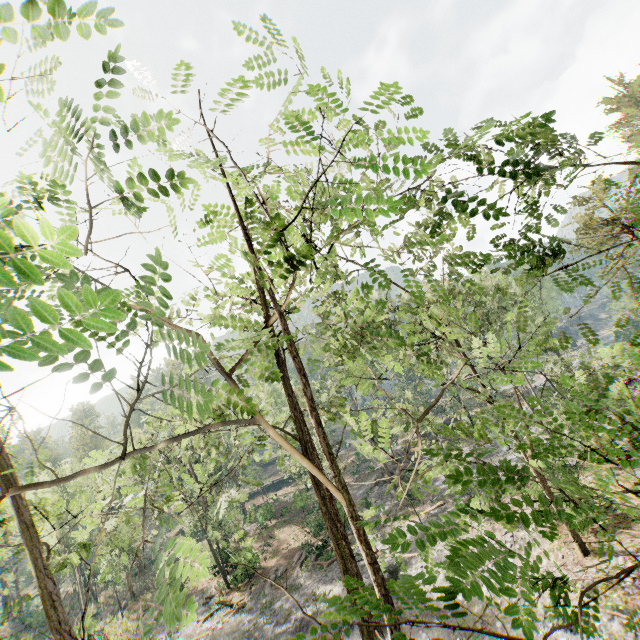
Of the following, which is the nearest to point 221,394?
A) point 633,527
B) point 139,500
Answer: point 139,500

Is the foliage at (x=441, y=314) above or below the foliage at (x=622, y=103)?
below

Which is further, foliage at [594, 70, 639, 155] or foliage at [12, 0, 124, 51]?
foliage at [594, 70, 639, 155]

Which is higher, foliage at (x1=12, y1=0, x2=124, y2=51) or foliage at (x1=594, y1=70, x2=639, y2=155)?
foliage at (x1=594, y1=70, x2=639, y2=155)
